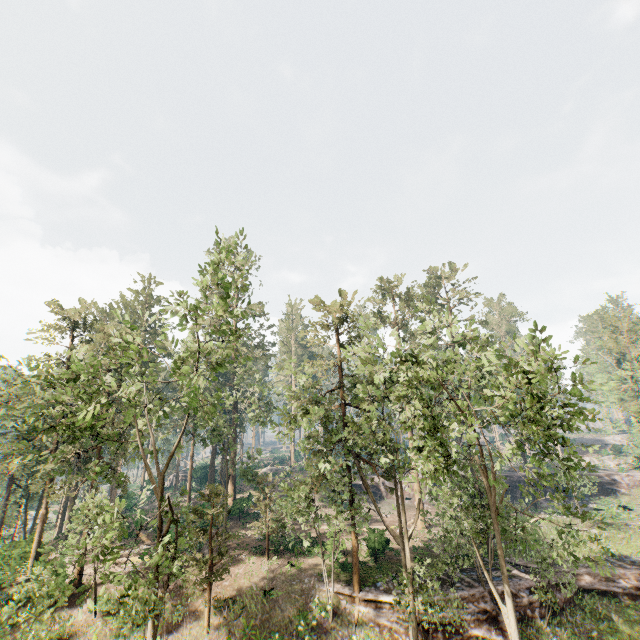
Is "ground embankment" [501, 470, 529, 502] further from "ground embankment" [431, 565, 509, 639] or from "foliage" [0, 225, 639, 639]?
"ground embankment" [431, 565, 509, 639]

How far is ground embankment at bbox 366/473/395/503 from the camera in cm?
4550

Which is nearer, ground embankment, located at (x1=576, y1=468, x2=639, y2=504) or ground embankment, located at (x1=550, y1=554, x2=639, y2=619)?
ground embankment, located at (x1=550, y1=554, x2=639, y2=619)

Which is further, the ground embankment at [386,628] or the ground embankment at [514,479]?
the ground embankment at [514,479]

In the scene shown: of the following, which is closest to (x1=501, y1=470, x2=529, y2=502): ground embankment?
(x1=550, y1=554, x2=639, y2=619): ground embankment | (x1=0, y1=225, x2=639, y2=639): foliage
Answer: (x1=0, y1=225, x2=639, y2=639): foliage

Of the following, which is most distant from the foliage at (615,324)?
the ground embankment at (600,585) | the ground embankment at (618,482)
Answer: the ground embankment at (618,482)

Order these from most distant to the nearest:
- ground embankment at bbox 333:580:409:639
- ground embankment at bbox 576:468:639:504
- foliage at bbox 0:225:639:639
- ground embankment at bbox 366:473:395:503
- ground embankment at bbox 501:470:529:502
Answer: ground embankment at bbox 366:473:395:503
ground embankment at bbox 501:470:529:502
ground embankment at bbox 576:468:639:504
ground embankment at bbox 333:580:409:639
foliage at bbox 0:225:639:639

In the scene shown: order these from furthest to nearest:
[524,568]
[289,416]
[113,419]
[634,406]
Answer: [634,406], [524,568], [289,416], [113,419]
